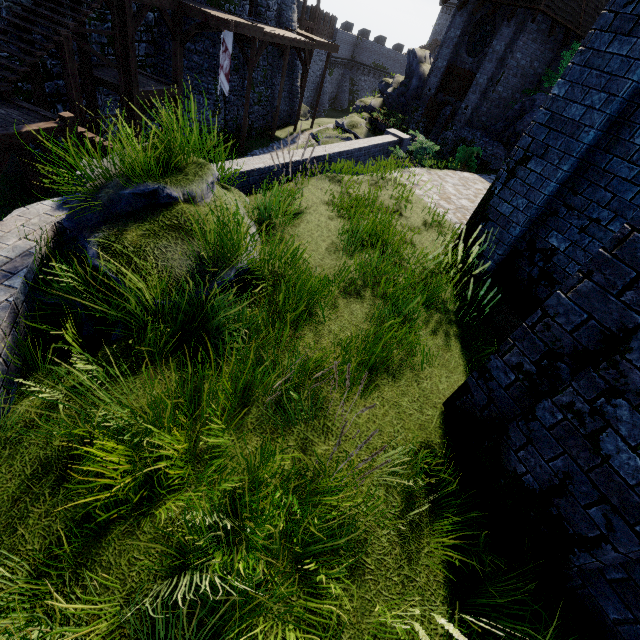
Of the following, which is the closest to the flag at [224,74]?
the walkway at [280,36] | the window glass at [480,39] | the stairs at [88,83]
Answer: the walkway at [280,36]

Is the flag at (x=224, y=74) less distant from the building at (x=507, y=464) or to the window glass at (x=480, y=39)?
the window glass at (x=480, y=39)

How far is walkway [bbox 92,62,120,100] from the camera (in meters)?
13.09

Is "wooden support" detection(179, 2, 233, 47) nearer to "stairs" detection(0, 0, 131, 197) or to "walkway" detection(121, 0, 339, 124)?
"walkway" detection(121, 0, 339, 124)

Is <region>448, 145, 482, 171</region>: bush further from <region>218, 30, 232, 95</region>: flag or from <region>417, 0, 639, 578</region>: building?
<region>218, 30, 232, 95</region>: flag

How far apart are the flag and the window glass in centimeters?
1398cm

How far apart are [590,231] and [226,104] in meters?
21.1 m

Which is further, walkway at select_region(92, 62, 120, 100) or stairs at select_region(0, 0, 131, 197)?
walkway at select_region(92, 62, 120, 100)
